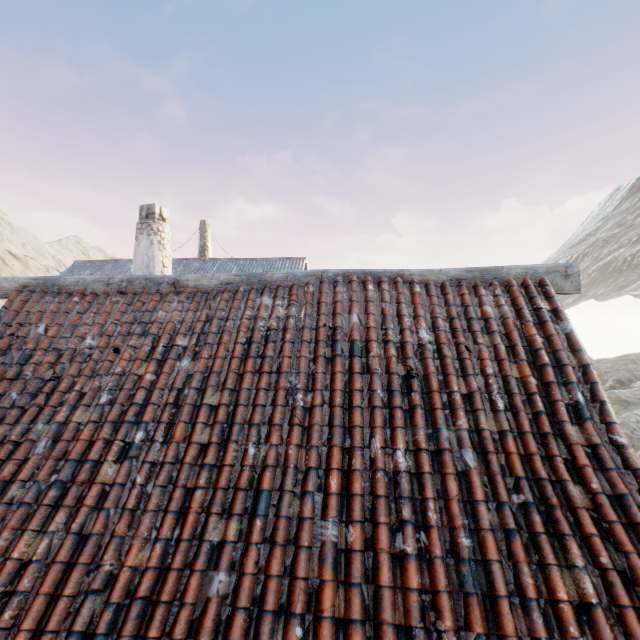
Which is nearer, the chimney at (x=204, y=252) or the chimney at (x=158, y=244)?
the chimney at (x=158, y=244)

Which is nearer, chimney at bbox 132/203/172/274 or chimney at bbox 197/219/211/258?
chimney at bbox 132/203/172/274

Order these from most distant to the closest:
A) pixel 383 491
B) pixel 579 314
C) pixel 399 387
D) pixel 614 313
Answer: pixel 579 314 → pixel 614 313 → pixel 399 387 → pixel 383 491

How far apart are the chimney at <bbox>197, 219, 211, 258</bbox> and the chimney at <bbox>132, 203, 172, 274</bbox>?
13.85m

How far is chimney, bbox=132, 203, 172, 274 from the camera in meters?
7.3 m

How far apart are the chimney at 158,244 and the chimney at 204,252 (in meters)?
13.85

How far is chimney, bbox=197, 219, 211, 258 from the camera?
21.4m

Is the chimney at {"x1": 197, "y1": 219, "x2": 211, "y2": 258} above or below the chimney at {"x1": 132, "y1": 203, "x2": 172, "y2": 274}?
above
